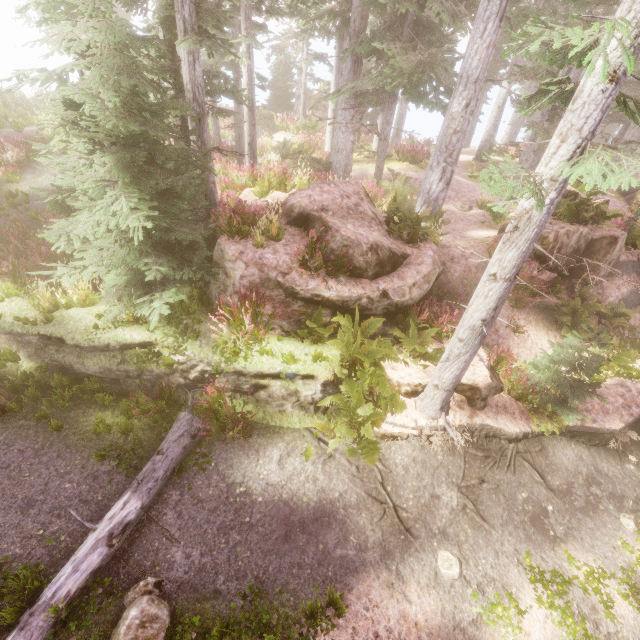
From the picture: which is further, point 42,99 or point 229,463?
point 42,99

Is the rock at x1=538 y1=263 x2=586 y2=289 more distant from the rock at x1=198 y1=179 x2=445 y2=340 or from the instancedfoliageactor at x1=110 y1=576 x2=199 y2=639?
the rock at x1=198 y1=179 x2=445 y2=340

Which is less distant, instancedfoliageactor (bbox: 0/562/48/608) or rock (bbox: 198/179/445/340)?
instancedfoliageactor (bbox: 0/562/48/608)

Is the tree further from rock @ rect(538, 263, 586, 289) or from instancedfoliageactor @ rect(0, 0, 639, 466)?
rock @ rect(538, 263, 586, 289)

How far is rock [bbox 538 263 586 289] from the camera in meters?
10.5 m

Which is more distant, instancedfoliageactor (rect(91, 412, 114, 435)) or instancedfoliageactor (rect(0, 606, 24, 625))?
instancedfoliageactor (rect(91, 412, 114, 435))

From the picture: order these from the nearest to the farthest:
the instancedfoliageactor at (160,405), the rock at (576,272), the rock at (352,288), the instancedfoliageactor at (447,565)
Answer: the instancedfoliageactor at (447,565)
the instancedfoliageactor at (160,405)
the rock at (352,288)
the rock at (576,272)

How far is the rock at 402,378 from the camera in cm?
760
